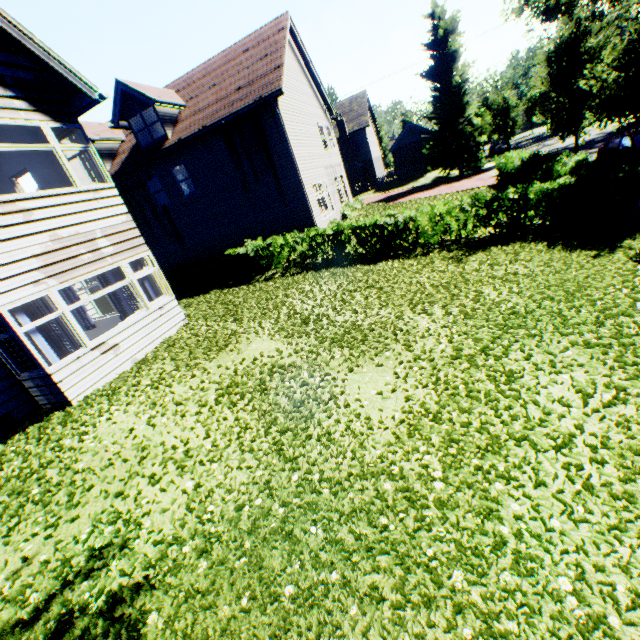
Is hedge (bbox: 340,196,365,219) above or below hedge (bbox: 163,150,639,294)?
above

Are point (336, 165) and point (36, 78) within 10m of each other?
no

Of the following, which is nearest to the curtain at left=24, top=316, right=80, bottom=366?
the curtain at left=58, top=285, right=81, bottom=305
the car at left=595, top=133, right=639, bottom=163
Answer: the curtain at left=58, top=285, right=81, bottom=305

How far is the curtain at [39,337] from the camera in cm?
693

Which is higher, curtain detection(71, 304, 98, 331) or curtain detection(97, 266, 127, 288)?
curtain detection(97, 266, 127, 288)

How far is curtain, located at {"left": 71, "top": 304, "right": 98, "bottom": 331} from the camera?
12.1 meters

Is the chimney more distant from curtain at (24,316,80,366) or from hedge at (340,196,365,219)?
curtain at (24,316,80,366)

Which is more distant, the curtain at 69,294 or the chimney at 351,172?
the chimney at 351,172
